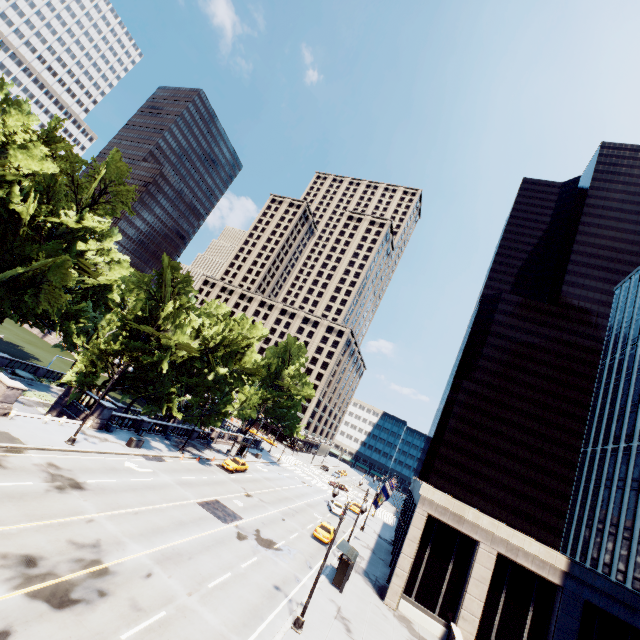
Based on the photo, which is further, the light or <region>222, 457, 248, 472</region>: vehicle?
<region>222, 457, 248, 472</region>: vehicle

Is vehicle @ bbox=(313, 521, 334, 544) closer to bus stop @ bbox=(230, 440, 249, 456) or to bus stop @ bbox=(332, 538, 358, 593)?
bus stop @ bbox=(332, 538, 358, 593)

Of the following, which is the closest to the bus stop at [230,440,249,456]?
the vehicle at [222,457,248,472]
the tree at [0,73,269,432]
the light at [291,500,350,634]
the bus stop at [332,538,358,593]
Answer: the vehicle at [222,457,248,472]

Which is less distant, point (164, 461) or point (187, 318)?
point (164, 461)

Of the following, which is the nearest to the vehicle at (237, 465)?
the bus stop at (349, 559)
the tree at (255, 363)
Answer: the tree at (255, 363)

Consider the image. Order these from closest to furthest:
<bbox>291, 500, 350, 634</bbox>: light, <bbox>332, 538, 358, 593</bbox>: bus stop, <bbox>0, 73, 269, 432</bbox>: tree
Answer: <bbox>291, 500, 350, 634</bbox>: light
<bbox>332, 538, 358, 593</bbox>: bus stop
<bbox>0, 73, 269, 432</bbox>: tree

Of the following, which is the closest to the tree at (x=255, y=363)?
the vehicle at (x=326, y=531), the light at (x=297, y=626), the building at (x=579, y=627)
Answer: the vehicle at (x=326, y=531)

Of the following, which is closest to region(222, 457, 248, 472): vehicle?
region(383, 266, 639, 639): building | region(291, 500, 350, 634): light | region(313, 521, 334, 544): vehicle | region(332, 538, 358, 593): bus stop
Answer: region(313, 521, 334, 544): vehicle
